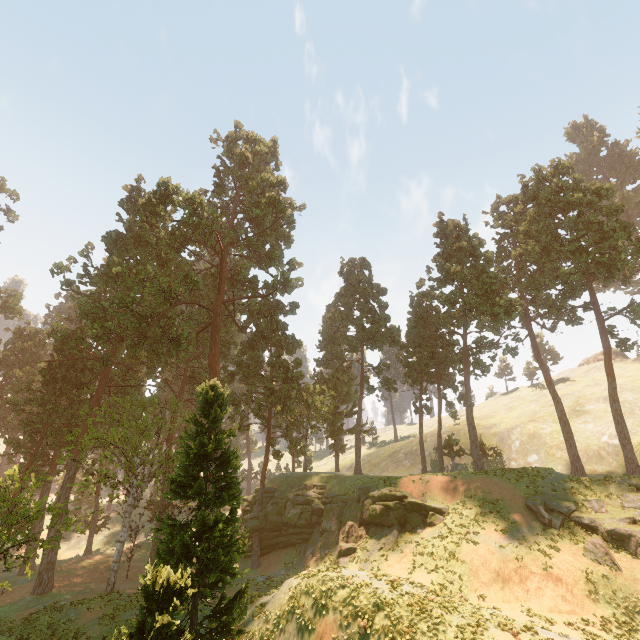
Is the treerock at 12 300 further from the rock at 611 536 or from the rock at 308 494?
the rock at 611 536

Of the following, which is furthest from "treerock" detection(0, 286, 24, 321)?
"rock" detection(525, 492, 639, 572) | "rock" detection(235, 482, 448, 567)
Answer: "rock" detection(525, 492, 639, 572)

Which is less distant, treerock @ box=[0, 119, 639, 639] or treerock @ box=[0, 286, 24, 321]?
treerock @ box=[0, 119, 639, 639]

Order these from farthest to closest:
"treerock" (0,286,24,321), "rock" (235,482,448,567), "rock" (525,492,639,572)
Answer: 1. "treerock" (0,286,24,321)
2. "rock" (235,482,448,567)
3. "rock" (525,492,639,572)

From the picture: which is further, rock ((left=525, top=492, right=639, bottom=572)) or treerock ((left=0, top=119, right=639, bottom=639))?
rock ((left=525, top=492, right=639, bottom=572))

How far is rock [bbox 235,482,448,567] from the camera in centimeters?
2622cm

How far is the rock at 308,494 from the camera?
26.22m

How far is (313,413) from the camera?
44.4m
